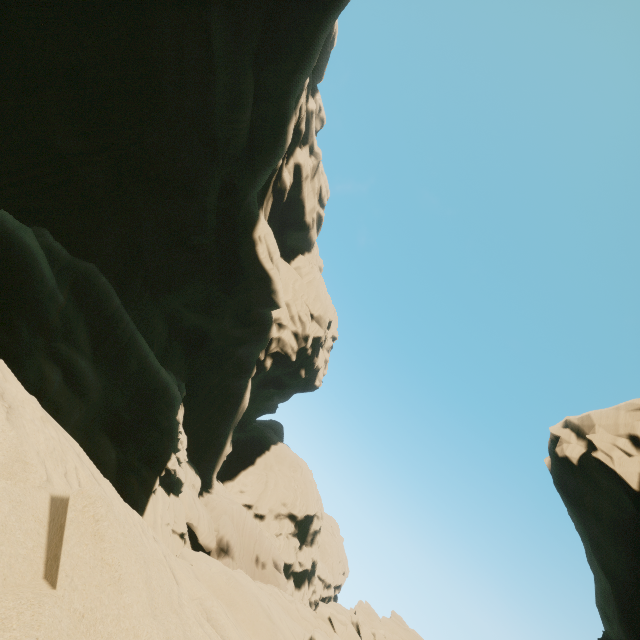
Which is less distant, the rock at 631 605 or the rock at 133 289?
the rock at 133 289

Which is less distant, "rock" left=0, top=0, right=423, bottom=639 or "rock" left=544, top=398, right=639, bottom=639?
"rock" left=0, top=0, right=423, bottom=639

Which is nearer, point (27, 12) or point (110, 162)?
point (27, 12)
